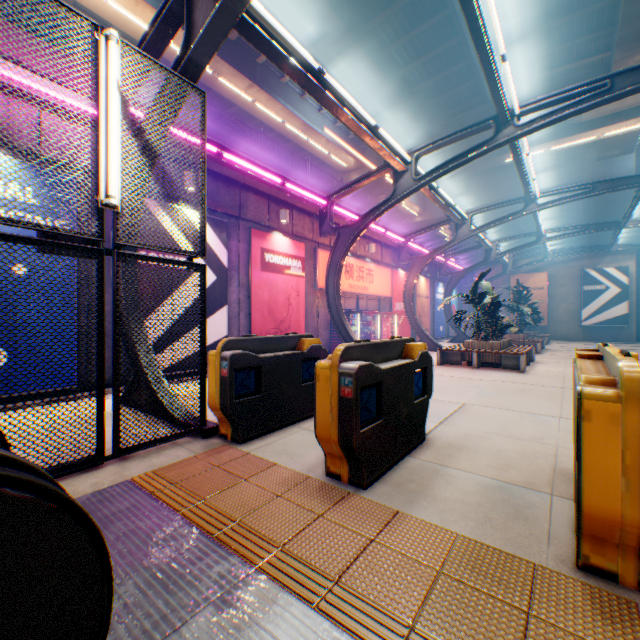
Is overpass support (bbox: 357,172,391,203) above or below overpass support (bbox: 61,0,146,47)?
below

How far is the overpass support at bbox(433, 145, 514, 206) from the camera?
21.3m

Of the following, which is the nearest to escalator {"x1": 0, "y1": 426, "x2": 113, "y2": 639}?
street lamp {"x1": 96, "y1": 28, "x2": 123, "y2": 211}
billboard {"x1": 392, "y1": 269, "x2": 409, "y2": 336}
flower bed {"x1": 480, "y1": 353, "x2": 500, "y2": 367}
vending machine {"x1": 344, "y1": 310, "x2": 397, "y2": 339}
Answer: street lamp {"x1": 96, "y1": 28, "x2": 123, "y2": 211}

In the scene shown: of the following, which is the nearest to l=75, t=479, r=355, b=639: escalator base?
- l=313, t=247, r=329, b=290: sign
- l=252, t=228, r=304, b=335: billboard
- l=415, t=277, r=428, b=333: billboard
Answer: l=252, t=228, r=304, b=335: billboard

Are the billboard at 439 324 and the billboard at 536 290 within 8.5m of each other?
yes

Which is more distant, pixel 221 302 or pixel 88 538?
pixel 221 302

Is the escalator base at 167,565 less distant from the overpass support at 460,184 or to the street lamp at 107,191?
the street lamp at 107,191

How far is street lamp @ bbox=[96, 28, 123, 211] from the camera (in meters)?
3.51
